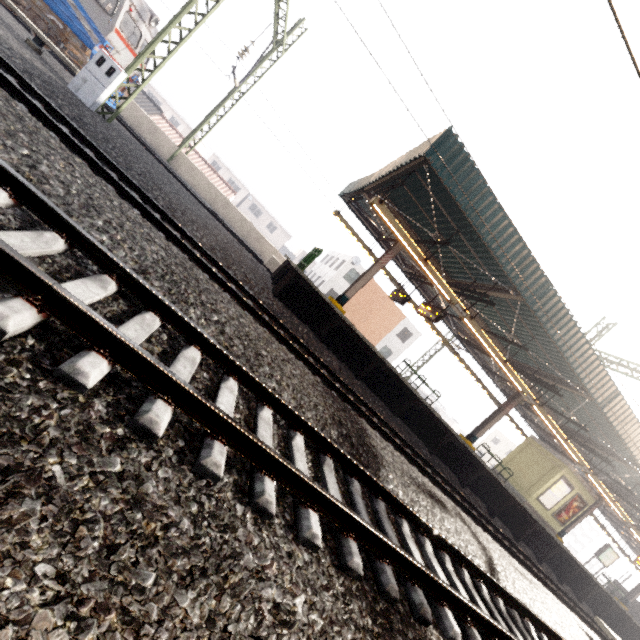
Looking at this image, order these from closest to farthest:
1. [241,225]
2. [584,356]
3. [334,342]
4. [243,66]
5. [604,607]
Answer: [584,356] → [334,342] → [243,66] → [604,607] → [241,225]

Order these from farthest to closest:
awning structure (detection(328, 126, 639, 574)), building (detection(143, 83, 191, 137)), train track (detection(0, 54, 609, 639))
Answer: building (detection(143, 83, 191, 137)) < awning structure (detection(328, 126, 639, 574)) < train track (detection(0, 54, 609, 639))

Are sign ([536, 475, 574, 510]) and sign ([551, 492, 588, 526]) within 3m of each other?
yes

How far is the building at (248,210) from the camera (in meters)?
50.44

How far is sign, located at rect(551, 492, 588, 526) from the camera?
16.4 meters

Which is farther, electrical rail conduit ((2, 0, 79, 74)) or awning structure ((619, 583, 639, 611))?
awning structure ((619, 583, 639, 611))

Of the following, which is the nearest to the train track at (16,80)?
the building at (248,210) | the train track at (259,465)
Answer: the train track at (259,465)

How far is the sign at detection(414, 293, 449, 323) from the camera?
11.4 meters
